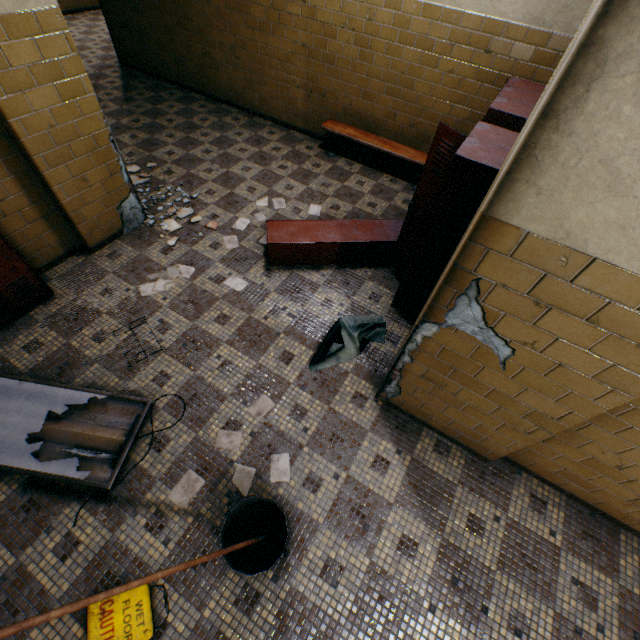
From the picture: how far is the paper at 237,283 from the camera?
3.57m

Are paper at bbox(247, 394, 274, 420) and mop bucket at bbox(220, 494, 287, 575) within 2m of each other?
yes

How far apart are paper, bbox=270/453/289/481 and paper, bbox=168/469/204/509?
0.5m

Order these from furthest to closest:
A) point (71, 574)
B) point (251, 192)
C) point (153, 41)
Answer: point (153, 41) → point (251, 192) → point (71, 574)

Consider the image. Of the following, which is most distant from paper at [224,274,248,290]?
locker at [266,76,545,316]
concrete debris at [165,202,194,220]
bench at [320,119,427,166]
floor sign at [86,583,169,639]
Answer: bench at [320,119,427,166]

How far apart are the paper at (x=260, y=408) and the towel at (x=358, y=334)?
0.4m

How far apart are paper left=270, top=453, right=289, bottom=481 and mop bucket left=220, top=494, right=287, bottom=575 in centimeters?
17cm

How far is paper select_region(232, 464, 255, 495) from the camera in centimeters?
243cm
